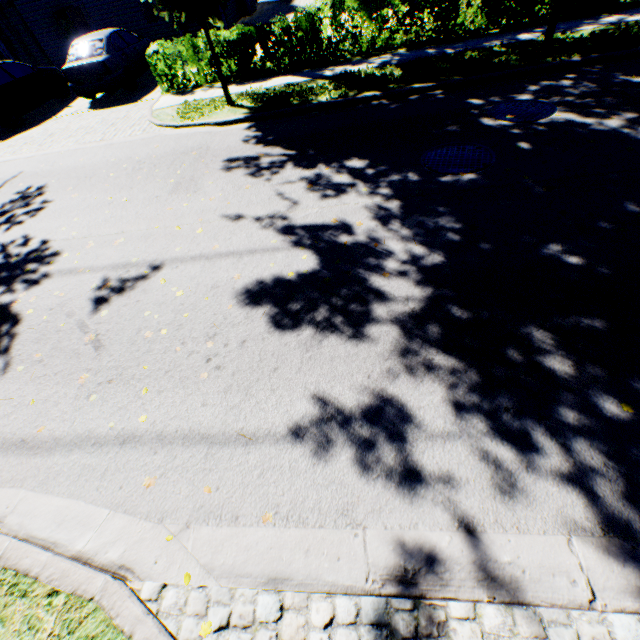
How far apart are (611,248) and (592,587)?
3.39m

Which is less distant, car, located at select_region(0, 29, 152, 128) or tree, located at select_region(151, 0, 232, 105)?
tree, located at select_region(151, 0, 232, 105)

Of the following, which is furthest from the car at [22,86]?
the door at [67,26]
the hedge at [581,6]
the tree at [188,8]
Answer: the hedge at [581,6]

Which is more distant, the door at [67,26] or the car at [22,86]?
the door at [67,26]

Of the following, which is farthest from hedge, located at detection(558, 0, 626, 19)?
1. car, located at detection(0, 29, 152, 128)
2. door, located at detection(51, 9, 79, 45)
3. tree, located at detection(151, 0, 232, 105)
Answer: door, located at detection(51, 9, 79, 45)

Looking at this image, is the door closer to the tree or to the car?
the car

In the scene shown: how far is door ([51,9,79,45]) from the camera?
16.17m
